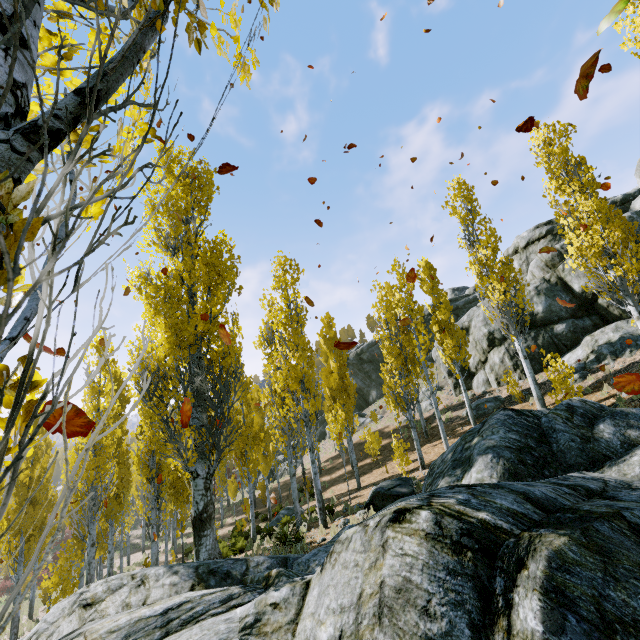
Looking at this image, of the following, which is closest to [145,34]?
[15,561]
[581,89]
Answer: [581,89]

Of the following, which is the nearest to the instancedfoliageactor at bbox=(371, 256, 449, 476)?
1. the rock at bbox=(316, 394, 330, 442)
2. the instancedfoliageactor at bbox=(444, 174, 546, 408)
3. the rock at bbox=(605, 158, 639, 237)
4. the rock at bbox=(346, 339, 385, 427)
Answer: the rock at bbox=(605, 158, 639, 237)

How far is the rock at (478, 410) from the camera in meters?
19.1 m

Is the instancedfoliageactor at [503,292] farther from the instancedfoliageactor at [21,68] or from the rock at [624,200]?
the instancedfoliageactor at [21,68]

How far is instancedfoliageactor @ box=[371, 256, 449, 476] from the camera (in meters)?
15.08

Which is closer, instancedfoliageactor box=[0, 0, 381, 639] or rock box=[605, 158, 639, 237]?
instancedfoliageactor box=[0, 0, 381, 639]

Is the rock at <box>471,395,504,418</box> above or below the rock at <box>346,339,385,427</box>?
below

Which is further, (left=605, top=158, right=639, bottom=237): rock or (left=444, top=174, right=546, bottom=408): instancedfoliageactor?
(left=605, top=158, right=639, bottom=237): rock
